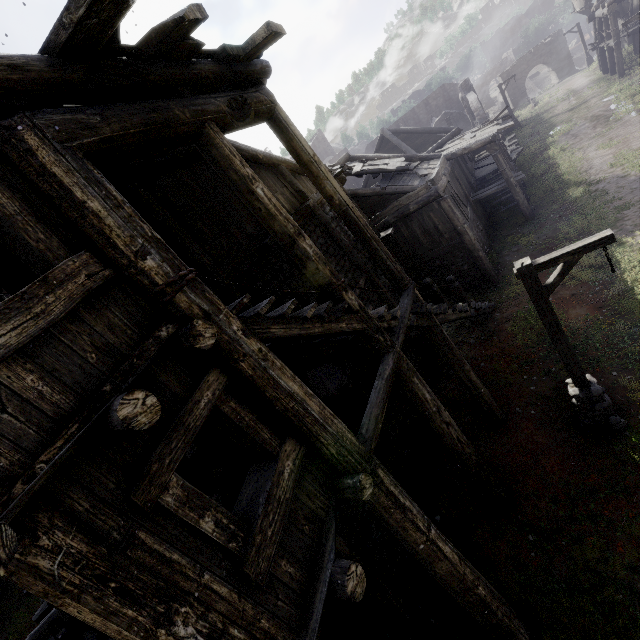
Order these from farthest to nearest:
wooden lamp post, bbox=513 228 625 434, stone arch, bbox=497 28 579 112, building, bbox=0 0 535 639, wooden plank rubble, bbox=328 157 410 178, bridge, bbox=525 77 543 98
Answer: bridge, bbox=525 77 543 98, stone arch, bbox=497 28 579 112, wooden plank rubble, bbox=328 157 410 178, wooden lamp post, bbox=513 228 625 434, building, bbox=0 0 535 639

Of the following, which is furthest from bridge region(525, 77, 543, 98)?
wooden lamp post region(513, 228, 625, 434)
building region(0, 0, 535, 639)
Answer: wooden lamp post region(513, 228, 625, 434)

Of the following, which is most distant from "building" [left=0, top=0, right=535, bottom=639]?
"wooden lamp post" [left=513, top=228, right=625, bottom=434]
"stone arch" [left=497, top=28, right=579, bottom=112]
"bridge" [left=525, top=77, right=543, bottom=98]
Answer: "bridge" [left=525, top=77, right=543, bottom=98]

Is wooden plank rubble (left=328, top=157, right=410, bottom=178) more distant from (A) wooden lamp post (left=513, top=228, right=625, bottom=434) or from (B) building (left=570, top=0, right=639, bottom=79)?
(A) wooden lamp post (left=513, top=228, right=625, bottom=434)

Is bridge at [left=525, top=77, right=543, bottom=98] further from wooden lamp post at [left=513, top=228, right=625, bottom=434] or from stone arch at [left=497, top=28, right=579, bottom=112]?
wooden lamp post at [left=513, top=228, right=625, bottom=434]

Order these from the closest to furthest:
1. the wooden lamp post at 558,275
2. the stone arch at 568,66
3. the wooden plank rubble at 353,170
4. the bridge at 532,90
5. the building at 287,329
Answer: the building at 287,329, the wooden lamp post at 558,275, the wooden plank rubble at 353,170, the stone arch at 568,66, the bridge at 532,90

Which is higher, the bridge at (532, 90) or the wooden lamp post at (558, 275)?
the wooden lamp post at (558, 275)

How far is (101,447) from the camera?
2.56m
